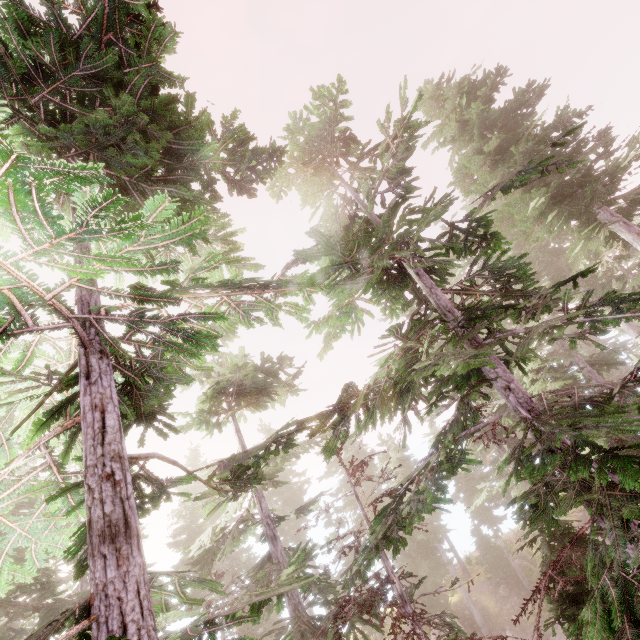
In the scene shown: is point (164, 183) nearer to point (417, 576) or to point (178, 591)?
point (178, 591)
